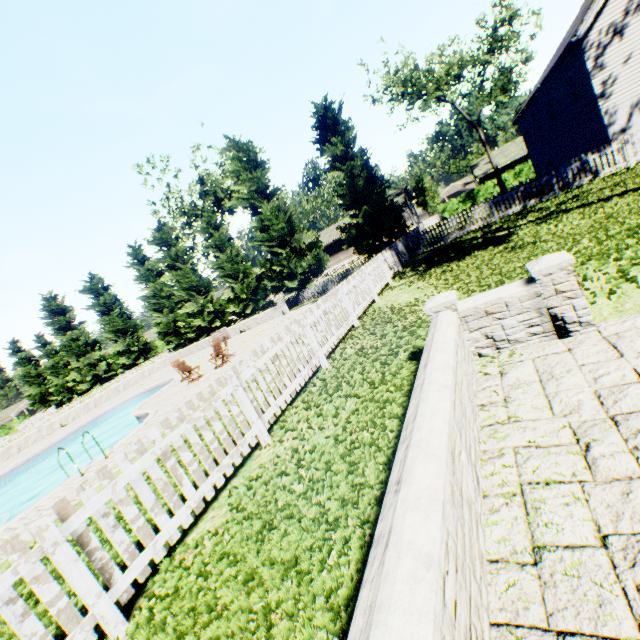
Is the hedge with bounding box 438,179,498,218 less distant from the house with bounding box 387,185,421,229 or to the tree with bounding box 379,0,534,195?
the tree with bounding box 379,0,534,195

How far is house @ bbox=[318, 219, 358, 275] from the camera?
45.2m

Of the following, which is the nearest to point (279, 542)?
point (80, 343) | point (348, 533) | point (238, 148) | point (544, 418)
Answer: point (348, 533)

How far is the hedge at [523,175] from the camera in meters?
35.7

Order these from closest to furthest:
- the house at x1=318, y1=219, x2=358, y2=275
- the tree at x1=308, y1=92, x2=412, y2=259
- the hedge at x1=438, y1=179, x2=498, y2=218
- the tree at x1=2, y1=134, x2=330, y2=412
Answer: the tree at x1=308, y1=92, x2=412, y2=259 < the tree at x1=2, y1=134, x2=330, y2=412 < the hedge at x1=438, y1=179, x2=498, y2=218 < the house at x1=318, y1=219, x2=358, y2=275

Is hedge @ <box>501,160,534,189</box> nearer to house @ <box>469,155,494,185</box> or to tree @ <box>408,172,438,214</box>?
tree @ <box>408,172,438,214</box>

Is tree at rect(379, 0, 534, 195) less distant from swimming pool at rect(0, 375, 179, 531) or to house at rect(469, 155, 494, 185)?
house at rect(469, 155, 494, 185)

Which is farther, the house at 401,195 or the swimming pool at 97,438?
the house at 401,195
